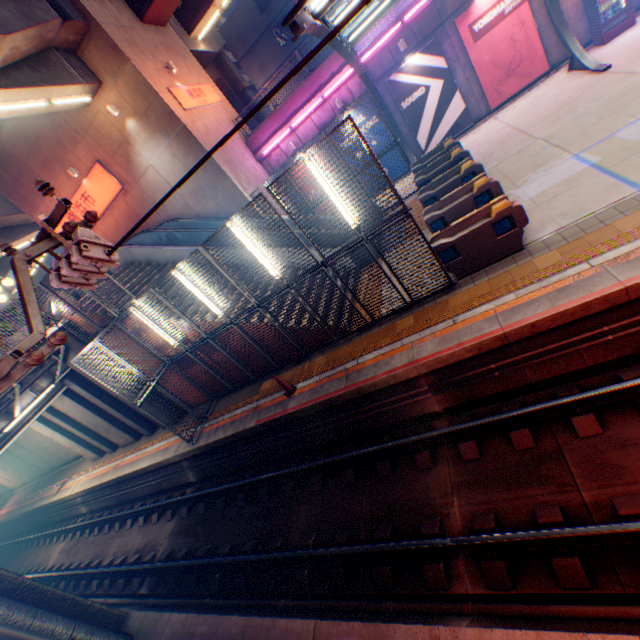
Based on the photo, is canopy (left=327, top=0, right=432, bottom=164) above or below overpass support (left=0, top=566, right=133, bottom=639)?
above

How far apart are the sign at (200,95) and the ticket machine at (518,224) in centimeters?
1296cm

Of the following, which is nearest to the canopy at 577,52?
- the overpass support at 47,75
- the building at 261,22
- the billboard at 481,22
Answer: the billboard at 481,22

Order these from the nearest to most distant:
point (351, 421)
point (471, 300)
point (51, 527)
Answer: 1. point (471, 300)
2. point (351, 421)
3. point (51, 527)

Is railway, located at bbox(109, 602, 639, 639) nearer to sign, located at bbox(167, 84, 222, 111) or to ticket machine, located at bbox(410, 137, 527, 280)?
ticket machine, located at bbox(410, 137, 527, 280)

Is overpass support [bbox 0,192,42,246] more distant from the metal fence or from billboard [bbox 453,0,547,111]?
billboard [bbox 453,0,547,111]

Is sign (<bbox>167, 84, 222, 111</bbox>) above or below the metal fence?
above

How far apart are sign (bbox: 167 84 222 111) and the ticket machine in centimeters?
1296cm
